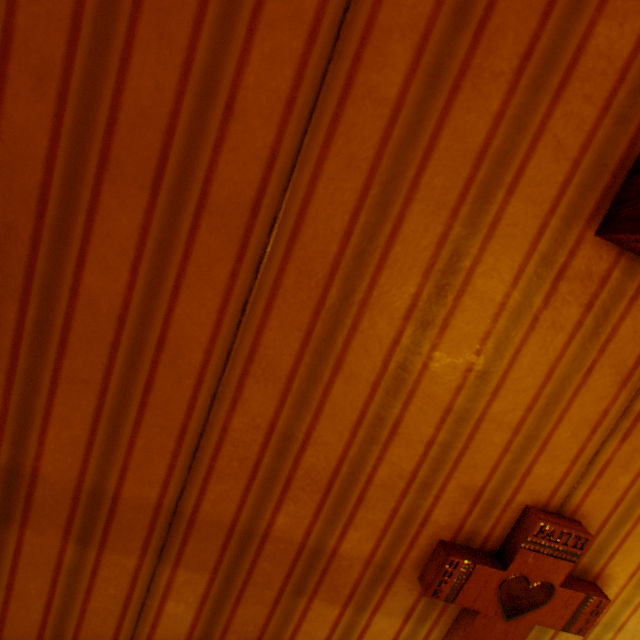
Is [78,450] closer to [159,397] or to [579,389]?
[159,397]

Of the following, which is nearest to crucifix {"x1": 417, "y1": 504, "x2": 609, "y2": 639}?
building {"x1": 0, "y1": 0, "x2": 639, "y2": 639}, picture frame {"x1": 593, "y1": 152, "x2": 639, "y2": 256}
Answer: building {"x1": 0, "y1": 0, "x2": 639, "y2": 639}

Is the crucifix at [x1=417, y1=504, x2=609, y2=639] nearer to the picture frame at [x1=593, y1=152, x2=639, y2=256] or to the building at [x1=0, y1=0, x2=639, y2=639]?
the building at [x1=0, y1=0, x2=639, y2=639]

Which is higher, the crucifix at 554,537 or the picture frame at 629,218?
the picture frame at 629,218

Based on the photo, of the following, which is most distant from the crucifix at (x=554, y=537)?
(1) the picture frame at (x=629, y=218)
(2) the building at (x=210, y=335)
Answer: (1) the picture frame at (x=629, y=218)

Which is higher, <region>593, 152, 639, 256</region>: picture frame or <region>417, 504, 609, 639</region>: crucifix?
<region>593, 152, 639, 256</region>: picture frame
